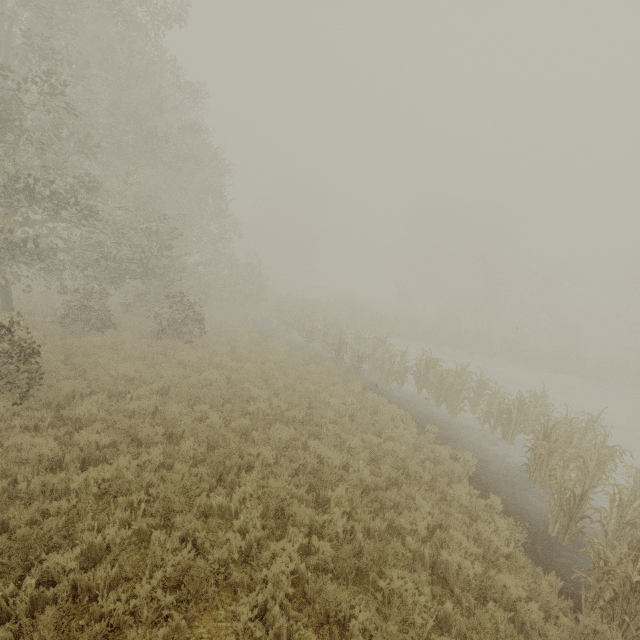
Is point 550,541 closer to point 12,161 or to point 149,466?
point 149,466
